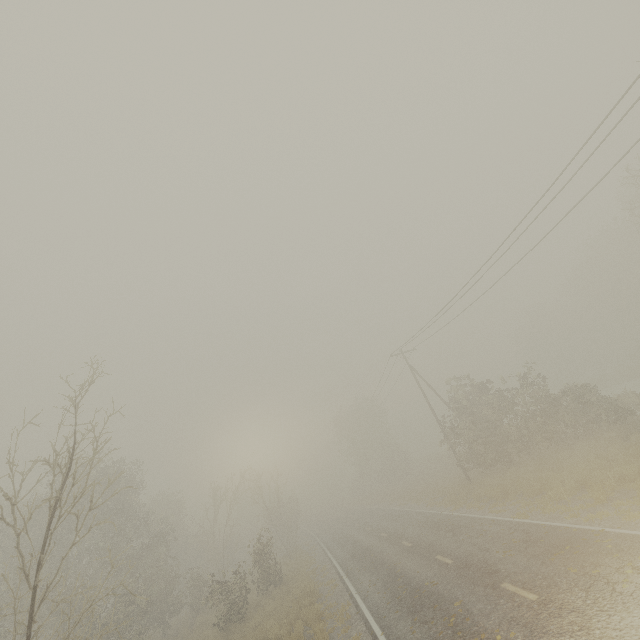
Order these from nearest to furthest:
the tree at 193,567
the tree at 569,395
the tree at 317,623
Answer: the tree at 193,567 < the tree at 317,623 < the tree at 569,395

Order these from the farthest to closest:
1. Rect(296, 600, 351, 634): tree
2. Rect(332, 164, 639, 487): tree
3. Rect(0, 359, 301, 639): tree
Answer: Rect(332, 164, 639, 487): tree, Rect(296, 600, 351, 634): tree, Rect(0, 359, 301, 639): tree

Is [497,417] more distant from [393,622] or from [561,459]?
[393,622]

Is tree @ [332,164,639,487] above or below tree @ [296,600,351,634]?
above

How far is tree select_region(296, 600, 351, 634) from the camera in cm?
1232

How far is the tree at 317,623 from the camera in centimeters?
1232cm

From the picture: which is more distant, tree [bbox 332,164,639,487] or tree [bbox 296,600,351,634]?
tree [bbox 332,164,639,487]
